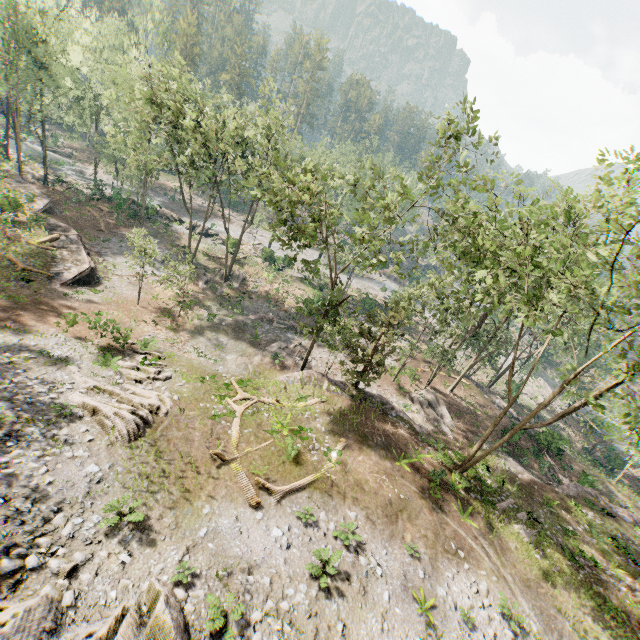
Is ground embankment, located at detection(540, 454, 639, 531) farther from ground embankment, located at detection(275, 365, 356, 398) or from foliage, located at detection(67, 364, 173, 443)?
ground embankment, located at detection(275, 365, 356, 398)

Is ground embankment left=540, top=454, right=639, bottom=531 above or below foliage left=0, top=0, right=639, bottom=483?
below

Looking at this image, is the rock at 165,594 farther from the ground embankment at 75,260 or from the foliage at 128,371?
the ground embankment at 75,260

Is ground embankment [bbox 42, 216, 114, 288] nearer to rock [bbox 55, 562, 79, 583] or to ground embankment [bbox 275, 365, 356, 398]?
ground embankment [bbox 275, 365, 356, 398]

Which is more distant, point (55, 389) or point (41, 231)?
point (41, 231)

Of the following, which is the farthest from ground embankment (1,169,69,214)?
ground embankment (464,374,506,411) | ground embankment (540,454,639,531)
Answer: ground embankment (540,454,639,531)

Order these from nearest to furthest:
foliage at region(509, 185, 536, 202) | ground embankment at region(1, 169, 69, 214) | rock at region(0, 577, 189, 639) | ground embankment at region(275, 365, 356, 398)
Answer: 1. rock at region(0, 577, 189, 639)
2. foliage at region(509, 185, 536, 202)
3. ground embankment at region(275, 365, 356, 398)
4. ground embankment at region(1, 169, 69, 214)

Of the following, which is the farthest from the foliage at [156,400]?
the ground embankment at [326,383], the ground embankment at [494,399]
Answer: the ground embankment at [494,399]
